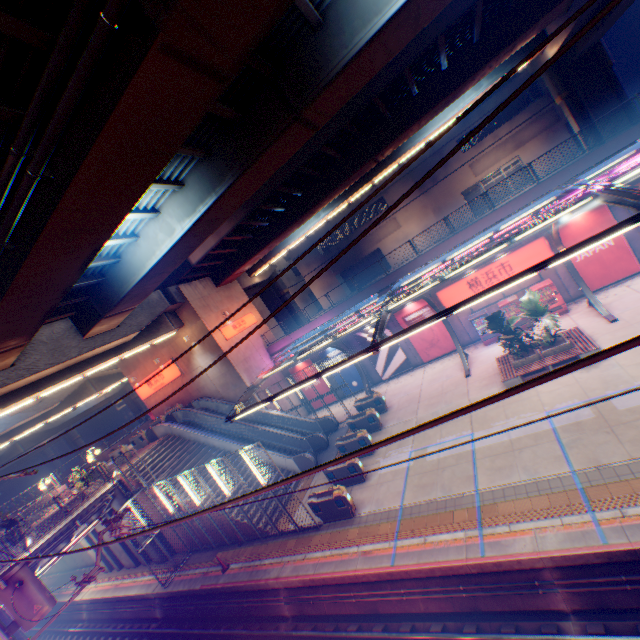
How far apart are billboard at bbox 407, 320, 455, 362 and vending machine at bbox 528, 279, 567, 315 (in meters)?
5.32

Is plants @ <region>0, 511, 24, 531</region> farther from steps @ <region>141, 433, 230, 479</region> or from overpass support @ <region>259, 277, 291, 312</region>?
steps @ <region>141, 433, 230, 479</region>

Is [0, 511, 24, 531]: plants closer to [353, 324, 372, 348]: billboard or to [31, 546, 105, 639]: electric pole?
[31, 546, 105, 639]: electric pole

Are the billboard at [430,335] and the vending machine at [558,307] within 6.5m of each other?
yes

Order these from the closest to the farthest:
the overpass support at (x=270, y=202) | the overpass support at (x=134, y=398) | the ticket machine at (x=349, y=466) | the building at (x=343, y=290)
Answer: the overpass support at (x=270, y=202)
the ticket machine at (x=349, y=466)
the building at (x=343, y=290)
the overpass support at (x=134, y=398)

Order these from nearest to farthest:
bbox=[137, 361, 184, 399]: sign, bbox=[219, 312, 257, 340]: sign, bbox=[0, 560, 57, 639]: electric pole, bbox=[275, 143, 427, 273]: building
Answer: bbox=[0, 560, 57, 639]: electric pole → bbox=[219, 312, 257, 340]: sign → bbox=[137, 361, 184, 399]: sign → bbox=[275, 143, 427, 273]: building

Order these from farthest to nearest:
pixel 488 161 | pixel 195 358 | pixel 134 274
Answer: pixel 488 161, pixel 195 358, pixel 134 274

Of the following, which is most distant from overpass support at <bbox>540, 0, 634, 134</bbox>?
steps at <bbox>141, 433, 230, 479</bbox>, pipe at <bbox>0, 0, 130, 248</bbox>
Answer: steps at <bbox>141, 433, 230, 479</bbox>
